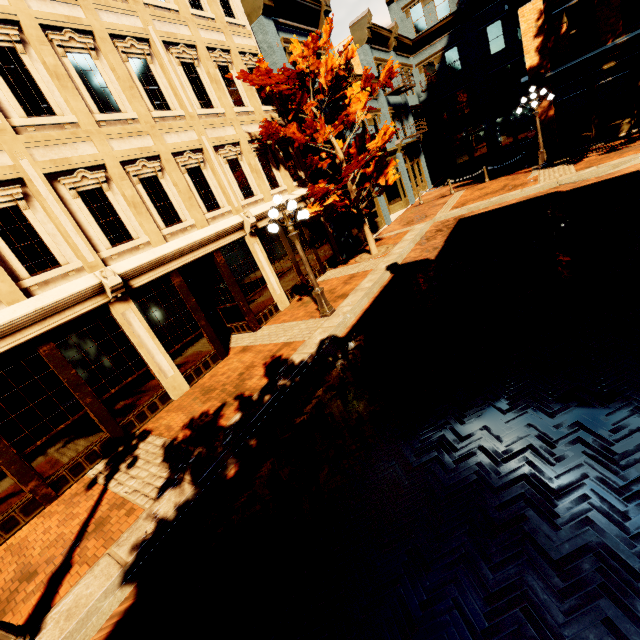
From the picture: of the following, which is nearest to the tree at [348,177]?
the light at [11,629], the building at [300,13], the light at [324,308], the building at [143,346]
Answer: the building at [300,13]

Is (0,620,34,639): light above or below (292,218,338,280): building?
below

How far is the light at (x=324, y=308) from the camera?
8.36m

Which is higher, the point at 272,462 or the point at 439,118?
the point at 439,118

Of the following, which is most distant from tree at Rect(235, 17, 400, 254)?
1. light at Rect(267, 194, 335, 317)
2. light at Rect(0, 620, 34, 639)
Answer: light at Rect(0, 620, 34, 639)

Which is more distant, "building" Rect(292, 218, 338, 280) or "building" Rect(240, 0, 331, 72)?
"building" Rect(292, 218, 338, 280)

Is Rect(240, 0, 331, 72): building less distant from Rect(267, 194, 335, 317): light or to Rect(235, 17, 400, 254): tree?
Rect(235, 17, 400, 254): tree
